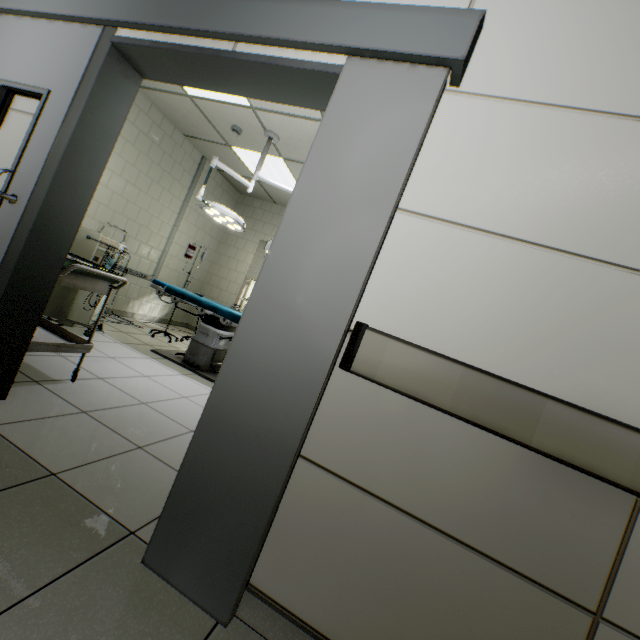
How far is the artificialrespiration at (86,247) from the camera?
3.5 meters

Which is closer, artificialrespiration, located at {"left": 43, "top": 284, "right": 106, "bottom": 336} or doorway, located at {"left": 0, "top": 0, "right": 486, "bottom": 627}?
doorway, located at {"left": 0, "top": 0, "right": 486, "bottom": 627}

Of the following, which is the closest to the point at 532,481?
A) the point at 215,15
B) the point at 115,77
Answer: the point at 215,15

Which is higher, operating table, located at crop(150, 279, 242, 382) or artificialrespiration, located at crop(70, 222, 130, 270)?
artificialrespiration, located at crop(70, 222, 130, 270)

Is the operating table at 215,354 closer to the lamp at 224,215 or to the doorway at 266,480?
the lamp at 224,215

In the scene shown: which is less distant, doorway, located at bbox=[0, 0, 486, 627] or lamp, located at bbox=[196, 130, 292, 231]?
doorway, located at bbox=[0, 0, 486, 627]

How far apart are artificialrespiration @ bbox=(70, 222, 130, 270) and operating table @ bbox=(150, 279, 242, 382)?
0.34m

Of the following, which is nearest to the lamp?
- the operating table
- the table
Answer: the operating table
